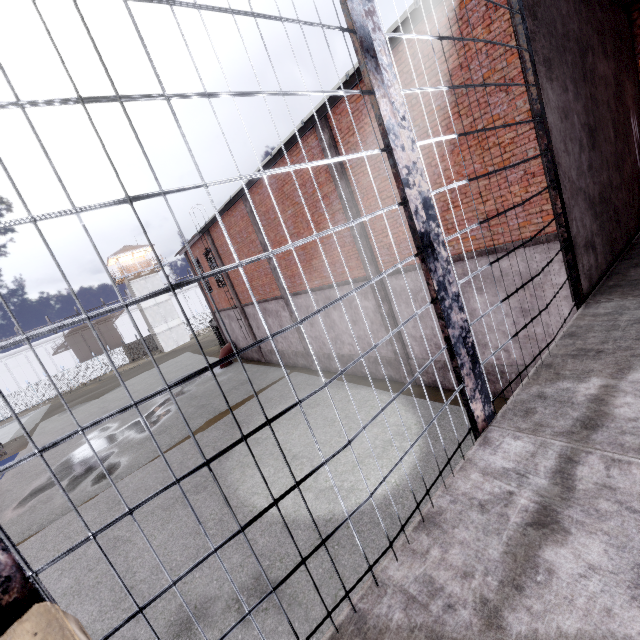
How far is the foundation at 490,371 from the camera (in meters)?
8.59

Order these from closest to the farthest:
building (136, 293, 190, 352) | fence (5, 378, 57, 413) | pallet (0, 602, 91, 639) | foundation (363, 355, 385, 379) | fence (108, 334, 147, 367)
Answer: pallet (0, 602, 91, 639) < foundation (363, 355, 385, 379) < fence (5, 378, 57, 413) < building (136, 293, 190, 352) < fence (108, 334, 147, 367)

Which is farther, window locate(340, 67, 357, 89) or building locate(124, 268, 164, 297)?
building locate(124, 268, 164, 297)

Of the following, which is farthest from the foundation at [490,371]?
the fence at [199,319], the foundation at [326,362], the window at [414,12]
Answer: the fence at [199,319]

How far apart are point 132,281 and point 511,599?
52.24m

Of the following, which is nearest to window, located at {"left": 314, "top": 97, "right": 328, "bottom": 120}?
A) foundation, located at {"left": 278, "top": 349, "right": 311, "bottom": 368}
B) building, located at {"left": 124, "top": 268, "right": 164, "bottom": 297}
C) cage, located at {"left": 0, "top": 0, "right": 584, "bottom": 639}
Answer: cage, located at {"left": 0, "top": 0, "right": 584, "bottom": 639}

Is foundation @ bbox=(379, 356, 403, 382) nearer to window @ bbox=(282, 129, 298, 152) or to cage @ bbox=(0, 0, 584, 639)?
window @ bbox=(282, 129, 298, 152)

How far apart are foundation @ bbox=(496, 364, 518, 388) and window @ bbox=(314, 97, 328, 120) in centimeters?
773cm
